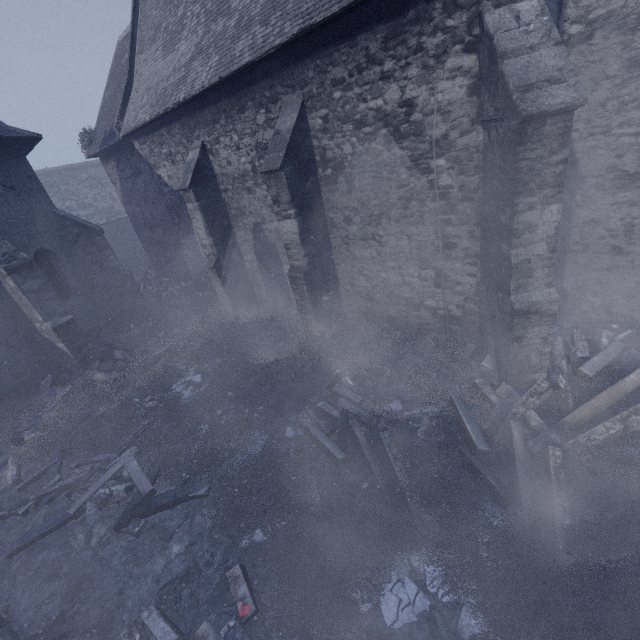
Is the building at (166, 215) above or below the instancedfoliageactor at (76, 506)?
above

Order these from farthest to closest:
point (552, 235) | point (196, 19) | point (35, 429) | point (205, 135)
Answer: point (205, 135), point (196, 19), point (35, 429), point (552, 235)

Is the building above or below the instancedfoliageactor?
above

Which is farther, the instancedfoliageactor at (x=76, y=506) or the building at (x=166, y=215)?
the building at (x=166, y=215)

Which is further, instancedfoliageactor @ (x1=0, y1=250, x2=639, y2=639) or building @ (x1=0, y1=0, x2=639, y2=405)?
building @ (x1=0, y1=0, x2=639, y2=405)
